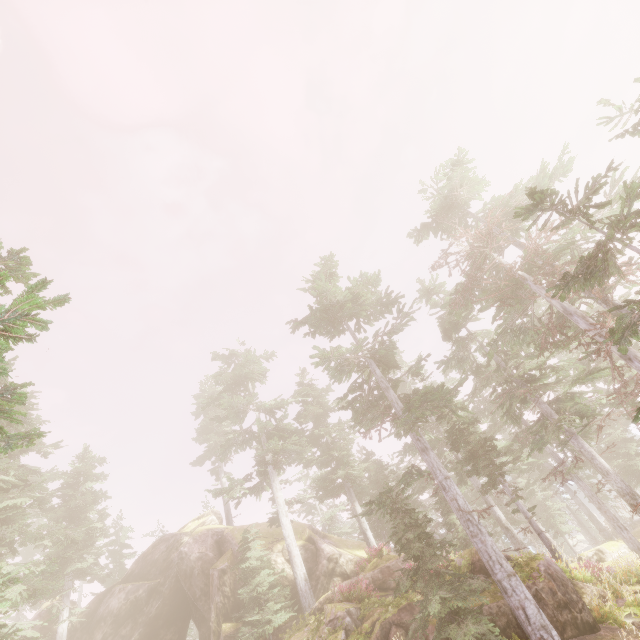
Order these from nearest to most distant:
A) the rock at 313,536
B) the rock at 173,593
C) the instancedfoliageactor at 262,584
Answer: the rock at 313,536 < the instancedfoliageactor at 262,584 < the rock at 173,593

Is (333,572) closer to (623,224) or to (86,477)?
(86,477)

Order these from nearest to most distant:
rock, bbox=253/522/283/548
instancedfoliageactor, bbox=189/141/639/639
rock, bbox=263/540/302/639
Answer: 1. instancedfoliageactor, bbox=189/141/639/639
2. rock, bbox=263/540/302/639
3. rock, bbox=253/522/283/548

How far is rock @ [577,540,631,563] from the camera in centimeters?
2800cm

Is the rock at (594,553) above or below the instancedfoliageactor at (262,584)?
below

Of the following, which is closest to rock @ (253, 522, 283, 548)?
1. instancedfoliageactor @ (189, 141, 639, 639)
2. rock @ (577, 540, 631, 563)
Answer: instancedfoliageactor @ (189, 141, 639, 639)

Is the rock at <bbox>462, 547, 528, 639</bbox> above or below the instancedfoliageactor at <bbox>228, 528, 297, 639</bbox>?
below
